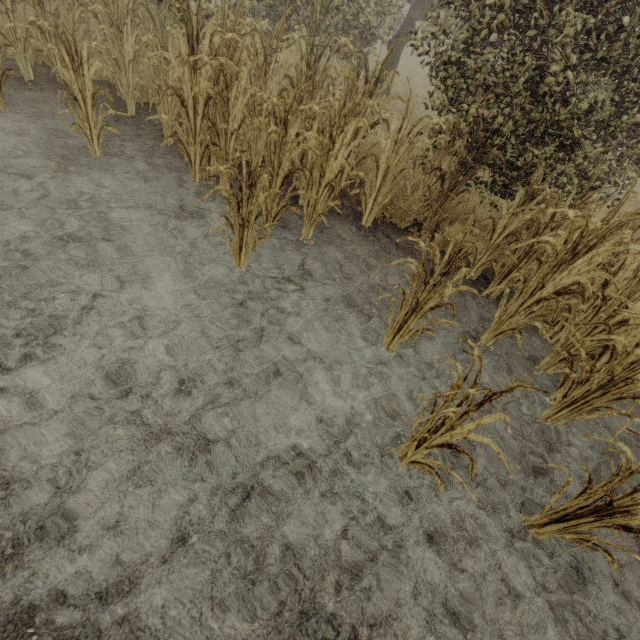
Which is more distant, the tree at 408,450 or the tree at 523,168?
the tree at 523,168

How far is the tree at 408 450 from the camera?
1.5m

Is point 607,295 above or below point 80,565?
above

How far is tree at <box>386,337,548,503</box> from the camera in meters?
1.5 m

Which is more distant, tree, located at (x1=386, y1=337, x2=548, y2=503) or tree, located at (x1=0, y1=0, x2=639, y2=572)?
tree, located at (x1=0, y1=0, x2=639, y2=572)
